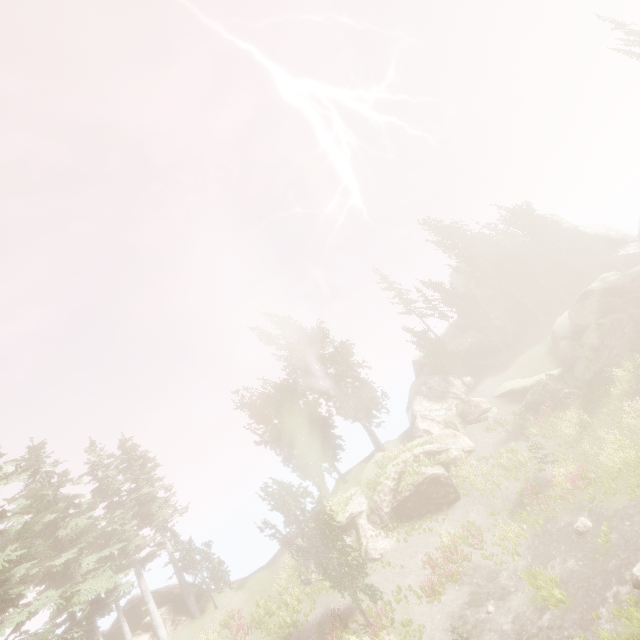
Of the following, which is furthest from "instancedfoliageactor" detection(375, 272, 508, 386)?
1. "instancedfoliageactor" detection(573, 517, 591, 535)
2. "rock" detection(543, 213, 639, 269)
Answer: "instancedfoliageactor" detection(573, 517, 591, 535)

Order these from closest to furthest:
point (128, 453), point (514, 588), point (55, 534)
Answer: point (514, 588) → point (55, 534) → point (128, 453)

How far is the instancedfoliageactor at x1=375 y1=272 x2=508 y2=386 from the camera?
38.16m

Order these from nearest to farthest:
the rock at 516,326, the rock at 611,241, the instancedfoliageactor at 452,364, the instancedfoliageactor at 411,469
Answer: the instancedfoliageactor at 411,469
the instancedfoliageactor at 452,364
the rock at 611,241
the rock at 516,326

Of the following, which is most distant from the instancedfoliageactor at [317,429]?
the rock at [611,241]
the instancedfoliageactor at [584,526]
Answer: the instancedfoliageactor at [584,526]

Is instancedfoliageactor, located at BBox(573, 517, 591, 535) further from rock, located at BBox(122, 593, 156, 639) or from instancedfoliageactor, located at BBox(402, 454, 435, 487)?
rock, located at BBox(122, 593, 156, 639)
